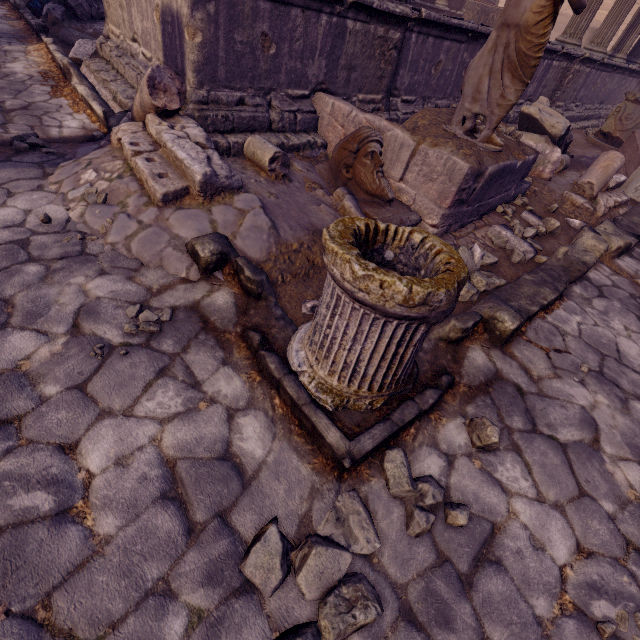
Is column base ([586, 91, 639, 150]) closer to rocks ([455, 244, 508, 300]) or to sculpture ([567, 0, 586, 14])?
sculpture ([567, 0, 586, 14])

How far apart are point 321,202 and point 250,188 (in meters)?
0.71

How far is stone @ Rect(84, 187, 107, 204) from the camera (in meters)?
2.57

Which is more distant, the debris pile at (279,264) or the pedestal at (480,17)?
the pedestal at (480,17)

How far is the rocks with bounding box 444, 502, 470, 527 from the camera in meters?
1.6 m

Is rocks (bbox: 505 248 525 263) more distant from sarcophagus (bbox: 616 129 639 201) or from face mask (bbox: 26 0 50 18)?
face mask (bbox: 26 0 50 18)

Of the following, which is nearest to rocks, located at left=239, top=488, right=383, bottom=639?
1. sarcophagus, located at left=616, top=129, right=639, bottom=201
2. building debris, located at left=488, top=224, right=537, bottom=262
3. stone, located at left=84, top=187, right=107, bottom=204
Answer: stone, located at left=84, top=187, right=107, bottom=204

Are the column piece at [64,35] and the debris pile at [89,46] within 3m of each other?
yes
